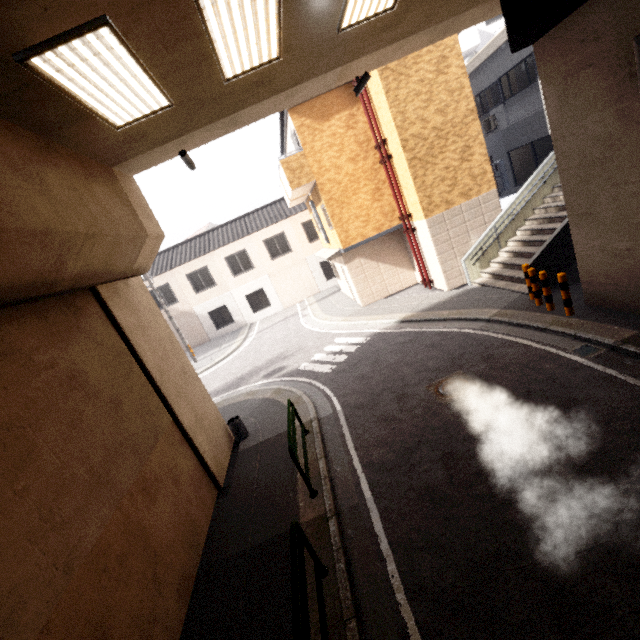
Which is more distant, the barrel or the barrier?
the barrel

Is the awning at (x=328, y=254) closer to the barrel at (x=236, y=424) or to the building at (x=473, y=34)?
the barrel at (x=236, y=424)

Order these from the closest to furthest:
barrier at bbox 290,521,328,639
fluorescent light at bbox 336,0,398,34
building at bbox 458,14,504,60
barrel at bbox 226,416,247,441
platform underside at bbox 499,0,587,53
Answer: barrier at bbox 290,521,328,639 < fluorescent light at bbox 336,0,398,34 < platform underside at bbox 499,0,587,53 < barrel at bbox 226,416,247,441 < building at bbox 458,14,504,60

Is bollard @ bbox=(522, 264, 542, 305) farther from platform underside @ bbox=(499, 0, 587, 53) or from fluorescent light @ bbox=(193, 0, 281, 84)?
fluorescent light @ bbox=(193, 0, 281, 84)

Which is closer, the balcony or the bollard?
the bollard

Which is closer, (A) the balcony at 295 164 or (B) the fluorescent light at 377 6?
(B) the fluorescent light at 377 6

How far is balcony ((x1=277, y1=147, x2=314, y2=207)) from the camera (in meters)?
13.02

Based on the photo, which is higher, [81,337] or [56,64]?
[56,64]
